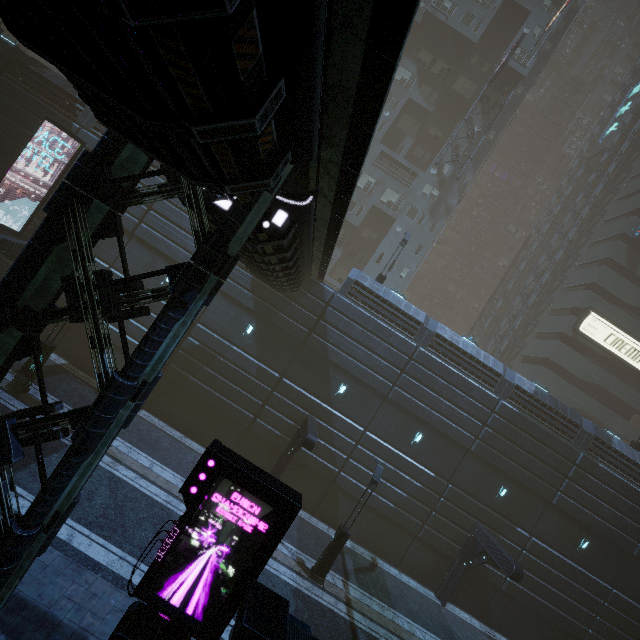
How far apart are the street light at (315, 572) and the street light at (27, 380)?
14.9 meters

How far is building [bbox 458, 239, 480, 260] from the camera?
59.44m

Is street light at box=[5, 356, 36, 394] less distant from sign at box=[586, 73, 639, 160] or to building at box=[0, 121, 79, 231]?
building at box=[0, 121, 79, 231]

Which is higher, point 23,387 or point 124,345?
point 124,345

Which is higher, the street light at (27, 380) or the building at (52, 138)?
the building at (52, 138)

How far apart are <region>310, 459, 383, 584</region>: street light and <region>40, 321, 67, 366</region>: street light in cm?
1487
